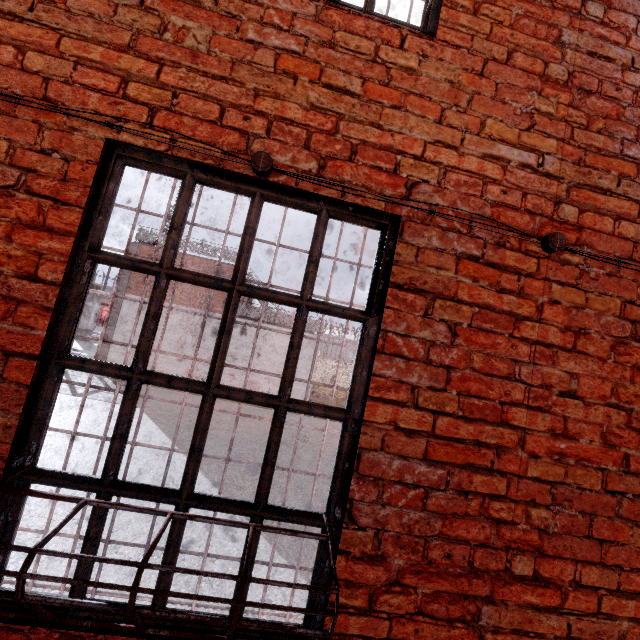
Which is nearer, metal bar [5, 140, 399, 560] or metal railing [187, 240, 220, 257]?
metal bar [5, 140, 399, 560]

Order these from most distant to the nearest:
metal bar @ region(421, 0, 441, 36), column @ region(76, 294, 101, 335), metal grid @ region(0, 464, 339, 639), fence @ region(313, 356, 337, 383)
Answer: fence @ region(313, 356, 337, 383)
column @ region(76, 294, 101, 335)
metal bar @ region(421, 0, 441, 36)
metal grid @ region(0, 464, 339, 639)

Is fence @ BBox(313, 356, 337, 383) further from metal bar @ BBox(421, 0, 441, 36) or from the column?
metal bar @ BBox(421, 0, 441, 36)

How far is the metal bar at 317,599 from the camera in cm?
139

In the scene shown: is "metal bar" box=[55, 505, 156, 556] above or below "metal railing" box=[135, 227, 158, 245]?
below

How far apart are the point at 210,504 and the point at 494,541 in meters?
1.3

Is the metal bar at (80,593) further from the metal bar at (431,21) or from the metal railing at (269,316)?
the metal railing at (269,316)
